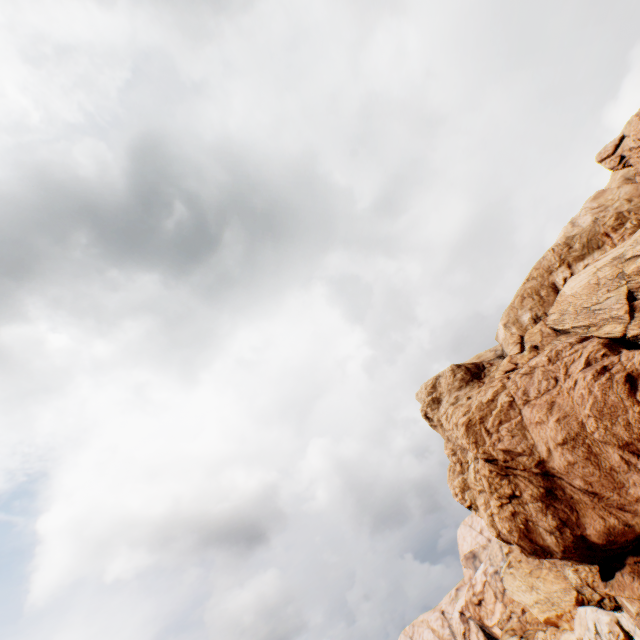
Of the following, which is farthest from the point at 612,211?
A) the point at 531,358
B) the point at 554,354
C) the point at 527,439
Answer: the point at 527,439
